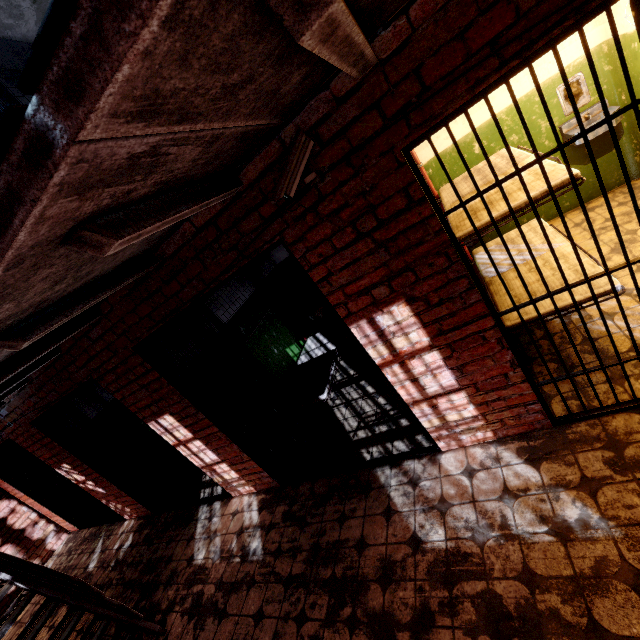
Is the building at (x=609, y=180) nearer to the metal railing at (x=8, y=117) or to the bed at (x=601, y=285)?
the bed at (x=601, y=285)

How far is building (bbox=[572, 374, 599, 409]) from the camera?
2.49m

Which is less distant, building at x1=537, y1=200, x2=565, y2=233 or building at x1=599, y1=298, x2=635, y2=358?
building at x1=599, y1=298, x2=635, y2=358

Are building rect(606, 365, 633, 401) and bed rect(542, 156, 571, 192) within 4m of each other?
yes

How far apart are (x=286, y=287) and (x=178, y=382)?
3.3 meters

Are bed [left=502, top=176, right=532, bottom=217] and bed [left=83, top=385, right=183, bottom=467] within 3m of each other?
no

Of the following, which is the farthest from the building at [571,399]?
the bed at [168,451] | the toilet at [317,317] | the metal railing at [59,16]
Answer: the bed at [168,451]
